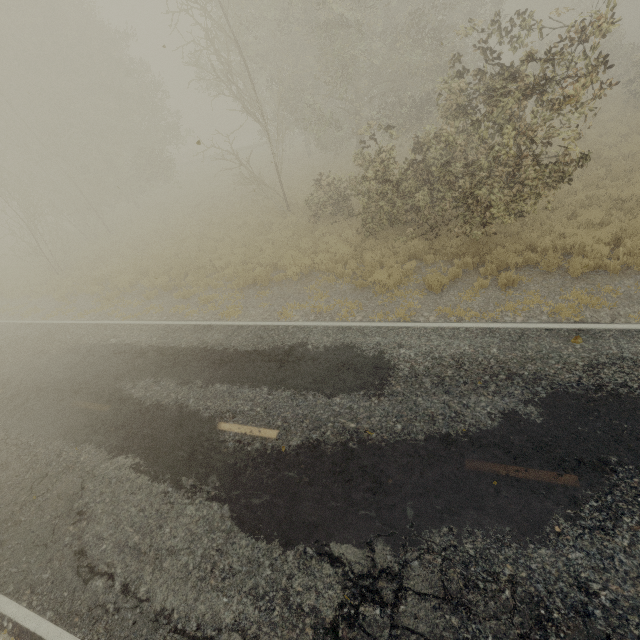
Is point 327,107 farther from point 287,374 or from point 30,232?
point 287,374
